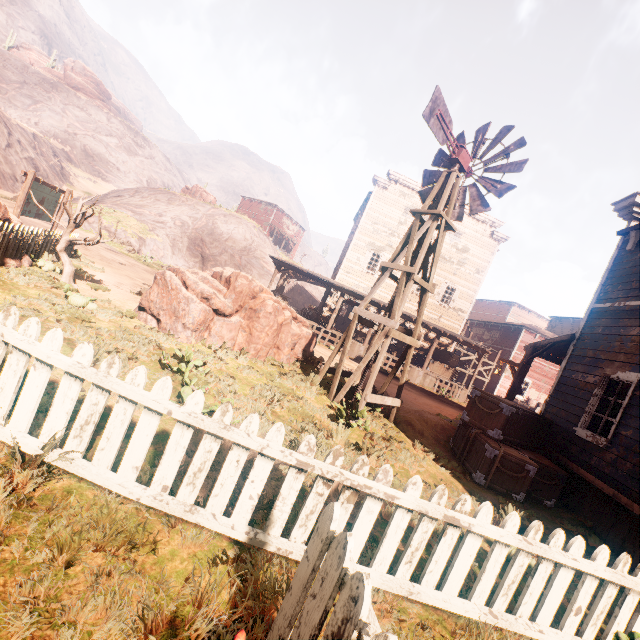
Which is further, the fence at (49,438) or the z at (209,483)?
the z at (209,483)

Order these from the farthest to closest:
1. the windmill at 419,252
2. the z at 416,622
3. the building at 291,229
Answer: the building at 291,229, the windmill at 419,252, the z at 416,622

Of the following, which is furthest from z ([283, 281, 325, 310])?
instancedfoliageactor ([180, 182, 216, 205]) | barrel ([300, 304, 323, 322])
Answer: barrel ([300, 304, 323, 322])

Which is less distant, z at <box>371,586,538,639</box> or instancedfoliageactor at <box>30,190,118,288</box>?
z at <box>371,586,538,639</box>

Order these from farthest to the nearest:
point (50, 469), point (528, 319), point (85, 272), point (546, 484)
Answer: point (528, 319)
point (85, 272)
point (546, 484)
point (50, 469)

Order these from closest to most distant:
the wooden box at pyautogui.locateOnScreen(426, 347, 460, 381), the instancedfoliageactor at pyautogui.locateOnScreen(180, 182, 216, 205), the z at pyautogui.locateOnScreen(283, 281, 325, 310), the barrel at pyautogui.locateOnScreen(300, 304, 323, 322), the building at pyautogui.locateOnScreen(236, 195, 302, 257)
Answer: the wooden box at pyautogui.locateOnScreen(426, 347, 460, 381)
the barrel at pyautogui.locateOnScreen(300, 304, 323, 322)
the z at pyautogui.locateOnScreen(283, 281, 325, 310)
the instancedfoliageactor at pyautogui.locateOnScreen(180, 182, 216, 205)
the building at pyautogui.locateOnScreen(236, 195, 302, 257)

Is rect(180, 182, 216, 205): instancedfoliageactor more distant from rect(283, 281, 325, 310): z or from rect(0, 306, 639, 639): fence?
rect(0, 306, 639, 639): fence

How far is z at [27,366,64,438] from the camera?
2.91m
